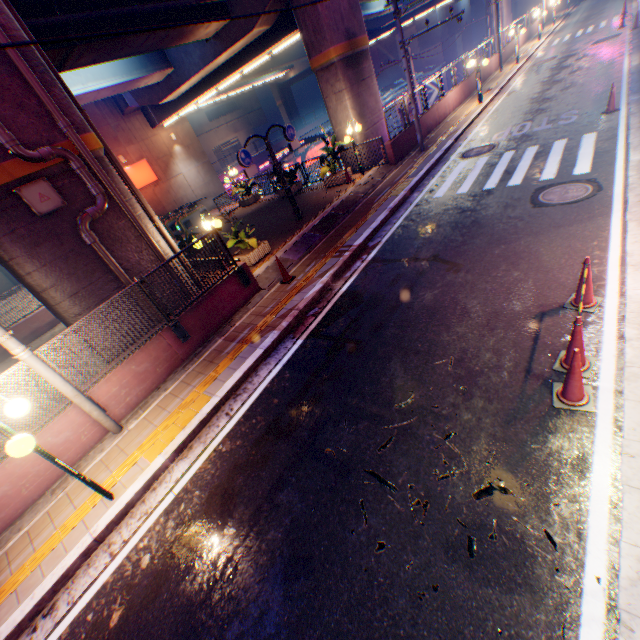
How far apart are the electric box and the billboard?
54.3 meters

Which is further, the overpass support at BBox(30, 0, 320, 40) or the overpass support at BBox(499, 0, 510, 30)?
the overpass support at BBox(499, 0, 510, 30)

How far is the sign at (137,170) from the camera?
23.1m

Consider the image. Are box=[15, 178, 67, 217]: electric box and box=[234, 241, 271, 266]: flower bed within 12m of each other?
yes

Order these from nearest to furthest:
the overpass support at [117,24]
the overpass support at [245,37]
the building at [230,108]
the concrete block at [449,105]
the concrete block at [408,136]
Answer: the overpass support at [117,24] → the overpass support at [245,37] → the concrete block at [408,136] → the concrete block at [449,105] → the building at [230,108]

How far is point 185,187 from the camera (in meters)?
26.36

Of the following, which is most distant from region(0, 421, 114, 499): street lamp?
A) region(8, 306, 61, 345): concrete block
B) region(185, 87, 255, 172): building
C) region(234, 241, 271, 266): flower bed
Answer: A: region(185, 87, 255, 172): building

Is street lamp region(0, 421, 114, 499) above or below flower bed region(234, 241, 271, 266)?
above
